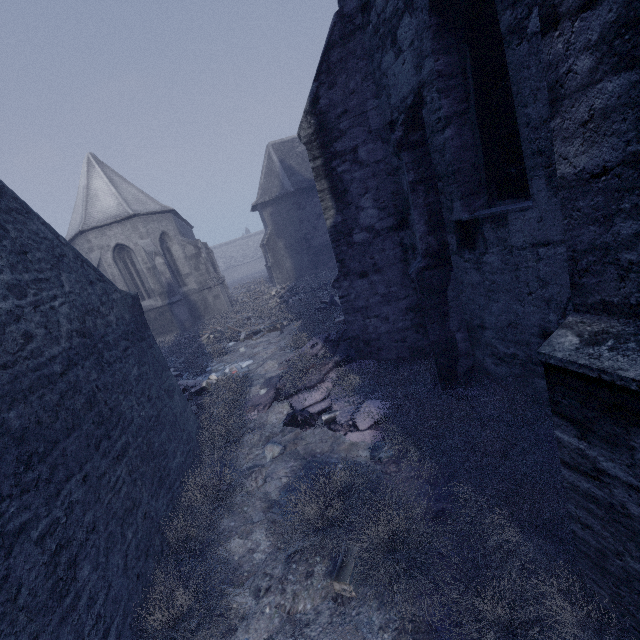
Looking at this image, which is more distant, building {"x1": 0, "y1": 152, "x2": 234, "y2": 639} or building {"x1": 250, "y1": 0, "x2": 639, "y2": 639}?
building {"x1": 0, "y1": 152, "x2": 234, "y2": 639}

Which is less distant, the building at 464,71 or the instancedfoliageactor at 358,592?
the building at 464,71

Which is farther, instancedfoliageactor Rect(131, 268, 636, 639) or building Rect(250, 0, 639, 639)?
instancedfoliageactor Rect(131, 268, 636, 639)

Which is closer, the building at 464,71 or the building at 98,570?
the building at 464,71

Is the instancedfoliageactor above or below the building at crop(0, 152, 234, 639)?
below

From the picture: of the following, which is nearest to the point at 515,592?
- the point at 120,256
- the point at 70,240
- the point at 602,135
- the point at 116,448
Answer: the point at 602,135
